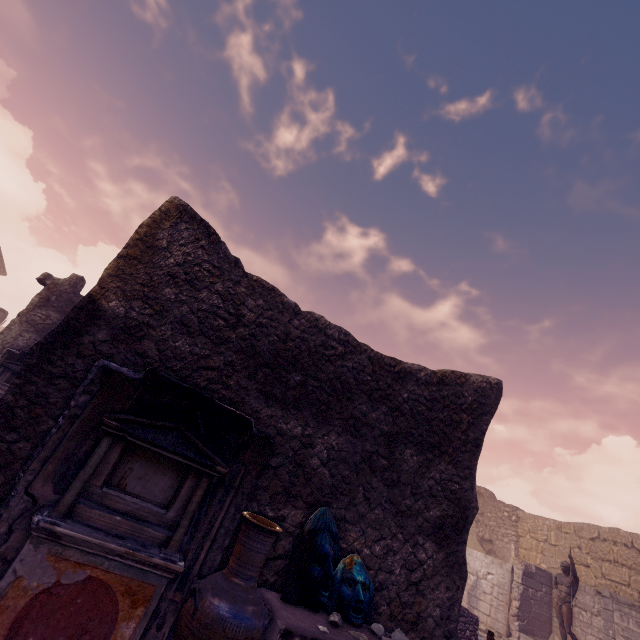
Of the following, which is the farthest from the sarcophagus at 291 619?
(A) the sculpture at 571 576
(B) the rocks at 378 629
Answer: (A) the sculpture at 571 576

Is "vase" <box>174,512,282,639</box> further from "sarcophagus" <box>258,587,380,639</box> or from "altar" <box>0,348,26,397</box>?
"altar" <box>0,348,26,397</box>

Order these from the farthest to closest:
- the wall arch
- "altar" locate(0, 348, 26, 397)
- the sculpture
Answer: the wall arch → the sculpture → "altar" locate(0, 348, 26, 397)

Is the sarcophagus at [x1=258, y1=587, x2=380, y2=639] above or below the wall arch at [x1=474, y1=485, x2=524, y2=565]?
below

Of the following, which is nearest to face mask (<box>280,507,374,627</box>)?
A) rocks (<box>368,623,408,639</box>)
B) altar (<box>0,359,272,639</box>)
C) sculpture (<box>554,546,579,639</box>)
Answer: rocks (<box>368,623,408,639</box>)

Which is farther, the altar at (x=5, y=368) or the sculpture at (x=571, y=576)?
the sculpture at (x=571, y=576)

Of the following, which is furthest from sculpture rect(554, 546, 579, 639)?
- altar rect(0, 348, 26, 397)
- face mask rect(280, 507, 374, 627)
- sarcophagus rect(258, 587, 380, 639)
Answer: altar rect(0, 348, 26, 397)

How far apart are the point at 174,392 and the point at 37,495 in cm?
119
